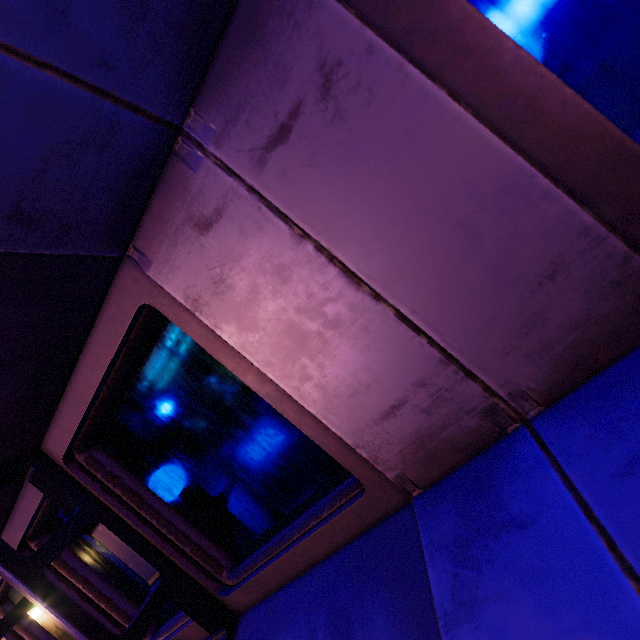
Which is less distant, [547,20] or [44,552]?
[547,20]
